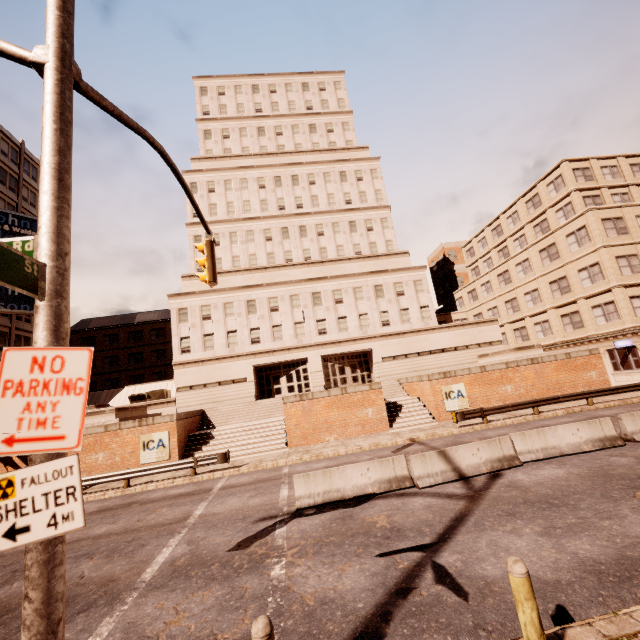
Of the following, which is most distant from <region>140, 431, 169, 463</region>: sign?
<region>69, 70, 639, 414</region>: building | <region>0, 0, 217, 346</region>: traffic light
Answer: <region>0, 0, 217, 346</region>: traffic light

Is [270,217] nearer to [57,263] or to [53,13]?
[53,13]

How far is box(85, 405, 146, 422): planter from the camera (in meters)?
21.47

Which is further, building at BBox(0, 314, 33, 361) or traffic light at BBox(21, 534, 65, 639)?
building at BBox(0, 314, 33, 361)

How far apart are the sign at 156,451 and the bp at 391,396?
14.5 meters

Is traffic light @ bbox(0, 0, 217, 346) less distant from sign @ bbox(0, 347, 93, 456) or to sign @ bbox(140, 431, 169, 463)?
sign @ bbox(0, 347, 93, 456)

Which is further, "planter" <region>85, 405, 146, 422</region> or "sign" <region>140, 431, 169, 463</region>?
"planter" <region>85, 405, 146, 422</region>

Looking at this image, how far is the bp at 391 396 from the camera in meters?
22.3
